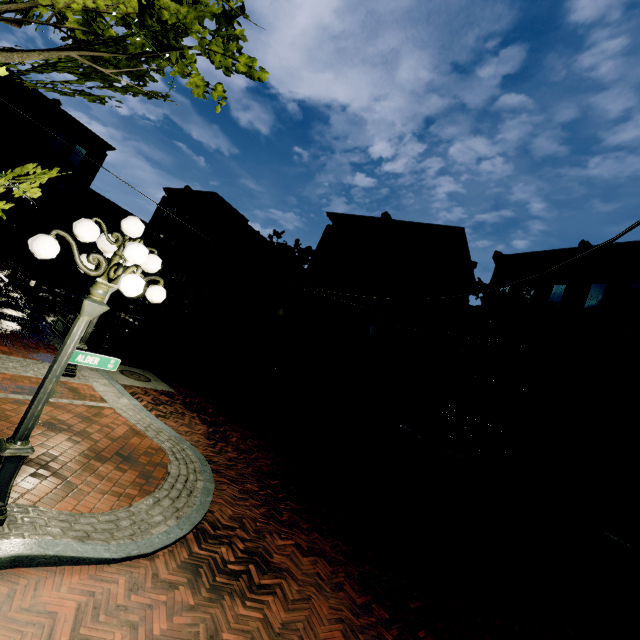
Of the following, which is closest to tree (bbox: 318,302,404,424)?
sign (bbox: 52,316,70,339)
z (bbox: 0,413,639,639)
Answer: z (bbox: 0,413,639,639)

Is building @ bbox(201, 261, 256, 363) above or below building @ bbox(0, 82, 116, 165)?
below

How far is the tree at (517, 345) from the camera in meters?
13.3

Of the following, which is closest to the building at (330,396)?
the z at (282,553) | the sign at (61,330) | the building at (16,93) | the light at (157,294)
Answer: the z at (282,553)

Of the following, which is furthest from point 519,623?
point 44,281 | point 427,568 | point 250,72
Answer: point 44,281

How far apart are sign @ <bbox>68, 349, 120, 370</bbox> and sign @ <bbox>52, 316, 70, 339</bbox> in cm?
17

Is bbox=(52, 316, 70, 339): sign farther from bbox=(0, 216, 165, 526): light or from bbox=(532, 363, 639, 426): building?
bbox=(532, 363, 639, 426): building

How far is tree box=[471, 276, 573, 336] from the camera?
13.5m
